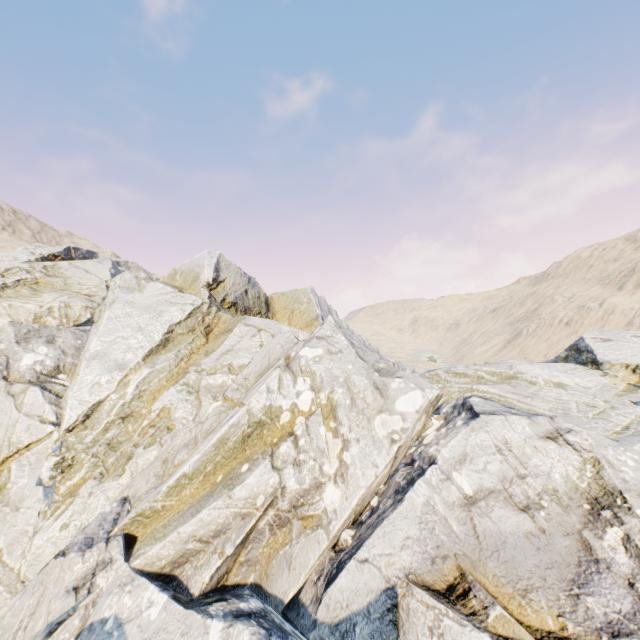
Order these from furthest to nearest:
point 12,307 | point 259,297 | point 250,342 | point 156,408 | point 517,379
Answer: point 259,297, point 12,307, point 250,342, point 517,379, point 156,408
